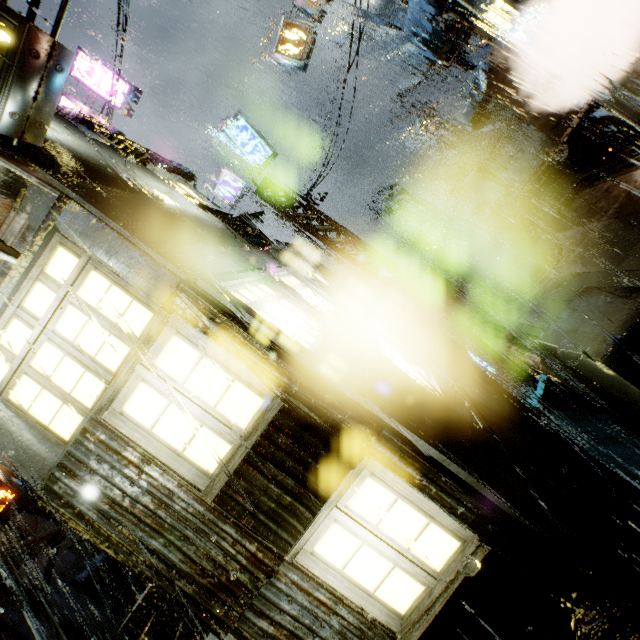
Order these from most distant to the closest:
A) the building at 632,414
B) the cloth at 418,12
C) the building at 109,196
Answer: the cloth at 418,12
the building at 632,414
the building at 109,196

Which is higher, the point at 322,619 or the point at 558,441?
the point at 322,619

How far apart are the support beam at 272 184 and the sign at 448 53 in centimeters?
695cm

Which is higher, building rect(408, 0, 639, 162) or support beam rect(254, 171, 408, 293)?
support beam rect(254, 171, 408, 293)

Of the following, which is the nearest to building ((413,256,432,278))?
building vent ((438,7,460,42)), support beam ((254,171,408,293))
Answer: building vent ((438,7,460,42))

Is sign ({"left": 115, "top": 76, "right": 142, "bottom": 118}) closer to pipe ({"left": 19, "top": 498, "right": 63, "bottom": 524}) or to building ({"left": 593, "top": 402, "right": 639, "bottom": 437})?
building ({"left": 593, "top": 402, "right": 639, "bottom": 437})

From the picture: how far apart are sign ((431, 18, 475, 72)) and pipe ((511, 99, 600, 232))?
4.9m

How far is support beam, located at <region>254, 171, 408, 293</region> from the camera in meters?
13.0 m
